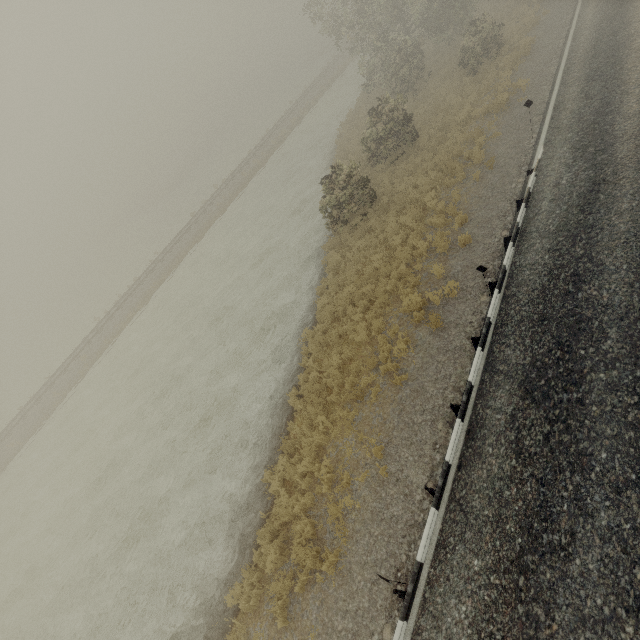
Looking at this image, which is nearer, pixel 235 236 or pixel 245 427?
pixel 245 427
